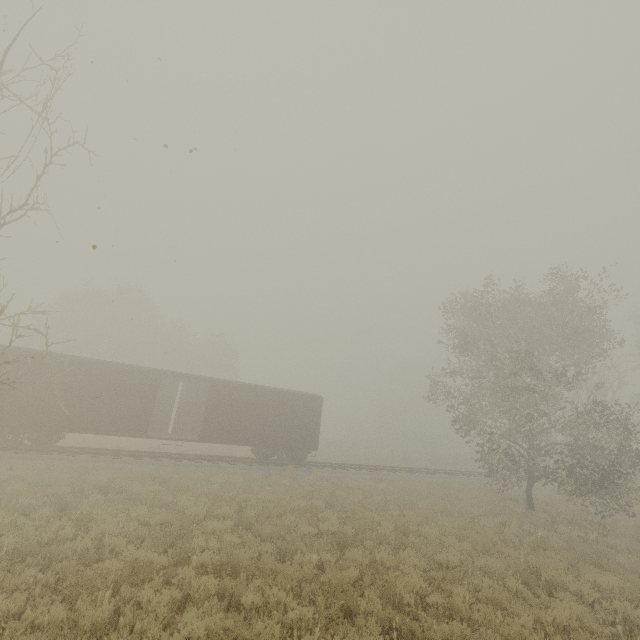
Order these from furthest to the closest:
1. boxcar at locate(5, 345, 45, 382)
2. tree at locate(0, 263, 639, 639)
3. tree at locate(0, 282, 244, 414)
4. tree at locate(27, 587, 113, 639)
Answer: boxcar at locate(5, 345, 45, 382) → tree at locate(0, 282, 244, 414) → tree at locate(0, 263, 639, 639) → tree at locate(27, 587, 113, 639)

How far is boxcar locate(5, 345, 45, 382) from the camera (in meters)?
15.66

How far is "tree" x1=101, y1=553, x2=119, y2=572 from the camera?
6.36m

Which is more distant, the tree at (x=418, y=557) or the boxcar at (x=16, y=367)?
the boxcar at (x=16, y=367)

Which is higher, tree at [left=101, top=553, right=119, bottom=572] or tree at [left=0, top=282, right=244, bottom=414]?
tree at [left=0, top=282, right=244, bottom=414]

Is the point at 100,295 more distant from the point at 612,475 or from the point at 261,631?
the point at 612,475

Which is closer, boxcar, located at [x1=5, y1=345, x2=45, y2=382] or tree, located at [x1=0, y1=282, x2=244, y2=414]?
tree, located at [x1=0, y1=282, x2=244, y2=414]

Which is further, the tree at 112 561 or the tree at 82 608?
the tree at 112 561
